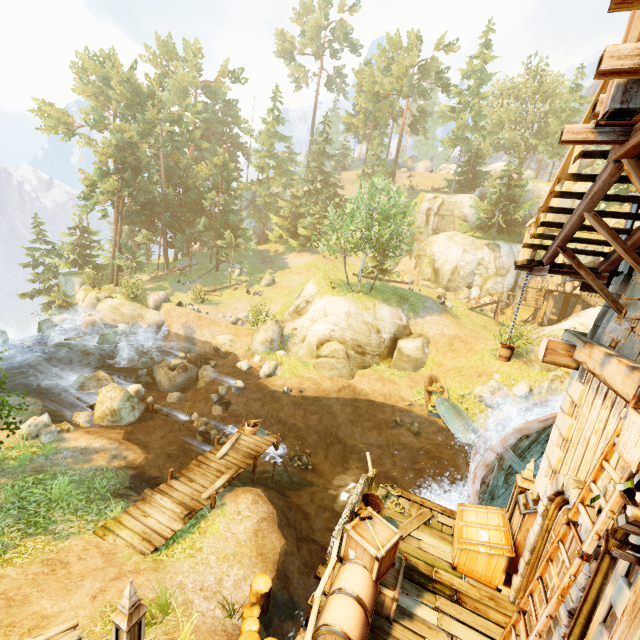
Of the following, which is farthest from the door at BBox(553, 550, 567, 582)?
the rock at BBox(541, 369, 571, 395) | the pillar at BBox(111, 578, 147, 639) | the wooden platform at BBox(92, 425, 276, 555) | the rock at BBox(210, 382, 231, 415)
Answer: the rock at BBox(210, 382, 231, 415)

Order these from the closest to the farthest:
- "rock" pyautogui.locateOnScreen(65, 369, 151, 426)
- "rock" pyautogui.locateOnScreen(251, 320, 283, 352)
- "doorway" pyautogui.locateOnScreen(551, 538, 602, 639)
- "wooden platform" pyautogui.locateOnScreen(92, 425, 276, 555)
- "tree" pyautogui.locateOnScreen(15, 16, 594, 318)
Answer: "doorway" pyautogui.locateOnScreen(551, 538, 602, 639), "wooden platform" pyautogui.locateOnScreen(92, 425, 276, 555), "rock" pyautogui.locateOnScreen(65, 369, 151, 426), "rock" pyautogui.locateOnScreen(251, 320, 283, 352), "tree" pyautogui.locateOnScreen(15, 16, 594, 318)

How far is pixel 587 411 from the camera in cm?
587

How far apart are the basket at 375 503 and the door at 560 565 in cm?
308

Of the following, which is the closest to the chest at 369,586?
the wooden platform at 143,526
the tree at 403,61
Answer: the wooden platform at 143,526

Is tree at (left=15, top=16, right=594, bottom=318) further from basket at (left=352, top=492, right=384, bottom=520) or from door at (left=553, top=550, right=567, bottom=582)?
door at (left=553, top=550, right=567, bottom=582)

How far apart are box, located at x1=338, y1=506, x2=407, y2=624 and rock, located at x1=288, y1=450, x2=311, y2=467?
9.9m

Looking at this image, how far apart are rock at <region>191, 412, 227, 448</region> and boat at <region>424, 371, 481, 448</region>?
12.34m
